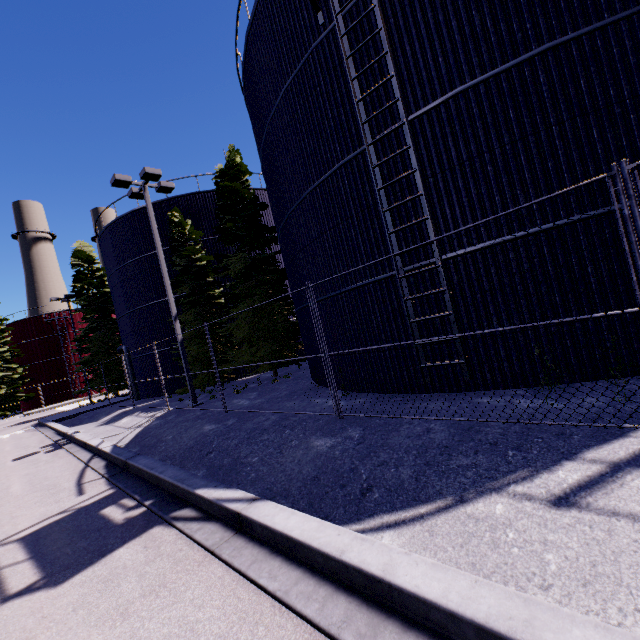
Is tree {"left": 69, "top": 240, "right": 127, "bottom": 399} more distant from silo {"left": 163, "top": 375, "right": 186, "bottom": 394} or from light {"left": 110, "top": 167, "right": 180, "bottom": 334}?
light {"left": 110, "top": 167, "right": 180, "bottom": 334}

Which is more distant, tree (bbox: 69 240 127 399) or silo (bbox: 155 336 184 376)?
tree (bbox: 69 240 127 399)

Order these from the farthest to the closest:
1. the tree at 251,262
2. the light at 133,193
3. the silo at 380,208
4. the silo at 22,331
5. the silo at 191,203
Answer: the silo at 22,331, the silo at 191,203, the tree at 251,262, the light at 133,193, the silo at 380,208

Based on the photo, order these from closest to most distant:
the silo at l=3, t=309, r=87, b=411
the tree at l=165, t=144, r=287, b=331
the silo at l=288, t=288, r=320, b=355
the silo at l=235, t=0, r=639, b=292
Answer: the silo at l=235, t=0, r=639, b=292
the silo at l=288, t=288, r=320, b=355
the tree at l=165, t=144, r=287, b=331
the silo at l=3, t=309, r=87, b=411

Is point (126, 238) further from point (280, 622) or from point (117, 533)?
point (280, 622)

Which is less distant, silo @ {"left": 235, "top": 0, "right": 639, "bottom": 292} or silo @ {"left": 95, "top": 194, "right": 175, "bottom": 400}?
silo @ {"left": 235, "top": 0, "right": 639, "bottom": 292}

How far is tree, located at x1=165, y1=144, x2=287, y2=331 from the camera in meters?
16.2 m

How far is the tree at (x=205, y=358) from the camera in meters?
16.8
